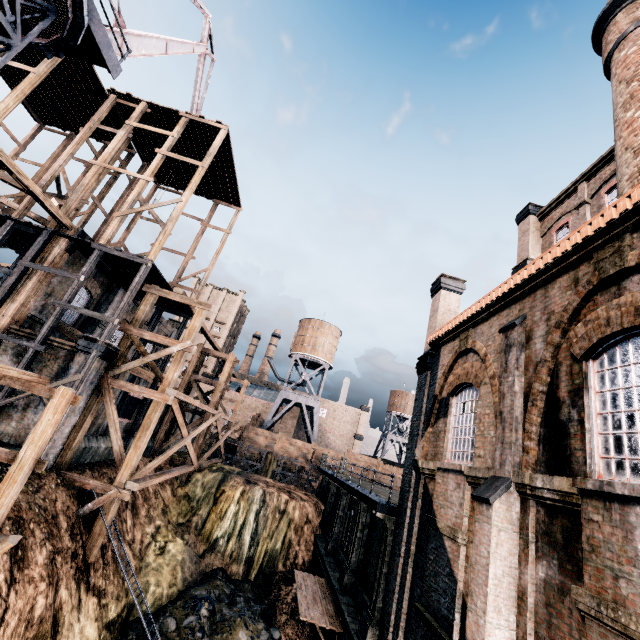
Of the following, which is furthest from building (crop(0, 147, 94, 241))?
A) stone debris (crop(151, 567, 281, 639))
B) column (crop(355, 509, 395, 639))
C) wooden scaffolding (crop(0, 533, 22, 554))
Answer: wooden scaffolding (crop(0, 533, 22, 554))

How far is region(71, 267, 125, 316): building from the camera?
21.77m

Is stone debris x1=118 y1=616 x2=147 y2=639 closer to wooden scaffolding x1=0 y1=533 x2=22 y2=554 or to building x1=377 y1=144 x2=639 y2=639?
wooden scaffolding x1=0 y1=533 x2=22 y2=554

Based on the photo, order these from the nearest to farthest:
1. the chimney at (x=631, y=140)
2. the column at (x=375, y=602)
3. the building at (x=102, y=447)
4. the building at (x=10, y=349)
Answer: the chimney at (x=631, y=140) < the column at (x=375, y=602) < the building at (x=10, y=349) < the building at (x=102, y=447)

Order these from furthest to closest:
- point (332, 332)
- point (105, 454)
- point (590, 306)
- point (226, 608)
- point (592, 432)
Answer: point (332, 332) < point (105, 454) < point (226, 608) < point (590, 306) < point (592, 432)

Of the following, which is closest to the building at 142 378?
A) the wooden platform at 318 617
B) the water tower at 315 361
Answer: the wooden platform at 318 617

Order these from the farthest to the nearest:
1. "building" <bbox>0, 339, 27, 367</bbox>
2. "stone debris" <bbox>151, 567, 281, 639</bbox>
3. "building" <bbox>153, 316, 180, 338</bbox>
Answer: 1. "building" <bbox>153, 316, 180, 338</bbox>
2. "stone debris" <bbox>151, 567, 281, 639</bbox>
3. "building" <bbox>0, 339, 27, 367</bbox>

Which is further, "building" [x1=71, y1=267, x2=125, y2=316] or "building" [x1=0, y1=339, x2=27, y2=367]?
"building" [x1=71, y1=267, x2=125, y2=316]
